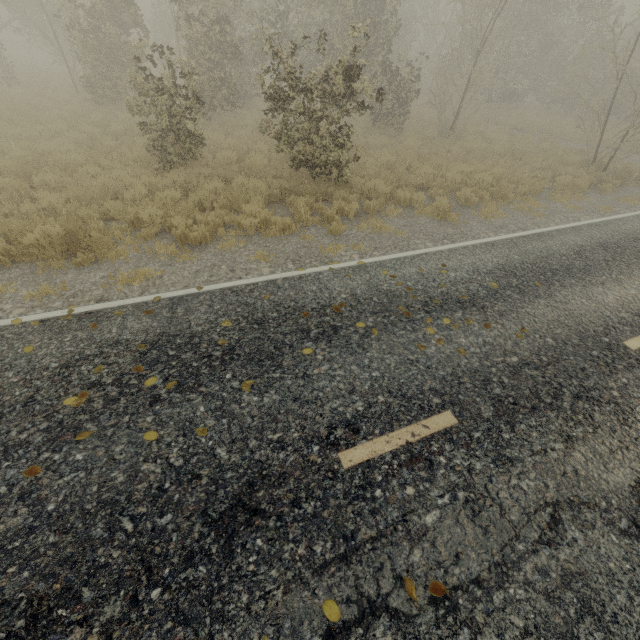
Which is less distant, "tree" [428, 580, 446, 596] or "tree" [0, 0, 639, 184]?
"tree" [428, 580, 446, 596]

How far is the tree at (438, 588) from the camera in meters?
2.6 m

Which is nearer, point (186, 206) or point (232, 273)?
point (232, 273)

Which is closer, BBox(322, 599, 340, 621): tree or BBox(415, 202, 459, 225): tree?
BBox(322, 599, 340, 621): tree

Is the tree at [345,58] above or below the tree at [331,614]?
above

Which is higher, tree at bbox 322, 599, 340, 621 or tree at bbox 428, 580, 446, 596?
tree at bbox 322, 599, 340, 621

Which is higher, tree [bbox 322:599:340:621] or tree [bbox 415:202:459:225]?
tree [bbox 322:599:340:621]
